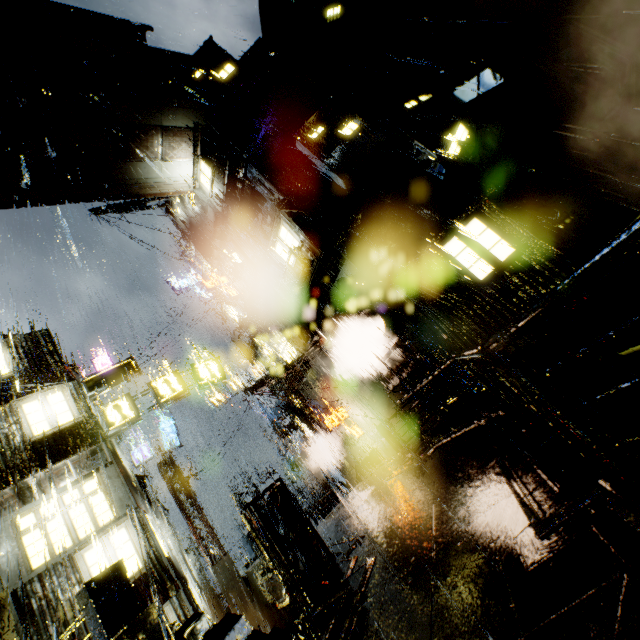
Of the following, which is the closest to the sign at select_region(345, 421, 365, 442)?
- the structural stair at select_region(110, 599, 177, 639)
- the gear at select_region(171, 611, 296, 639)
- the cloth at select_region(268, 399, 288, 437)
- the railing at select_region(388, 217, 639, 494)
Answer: the cloth at select_region(268, 399, 288, 437)

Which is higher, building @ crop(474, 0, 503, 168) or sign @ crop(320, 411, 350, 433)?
building @ crop(474, 0, 503, 168)

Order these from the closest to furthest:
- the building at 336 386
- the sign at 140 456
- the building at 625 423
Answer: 1. the building at 625 423
2. the building at 336 386
3. the sign at 140 456

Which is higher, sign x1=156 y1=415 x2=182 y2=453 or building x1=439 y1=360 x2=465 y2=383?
sign x1=156 y1=415 x2=182 y2=453

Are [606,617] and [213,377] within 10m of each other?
no

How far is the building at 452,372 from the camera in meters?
13.5

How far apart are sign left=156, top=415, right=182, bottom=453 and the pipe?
9.7m
